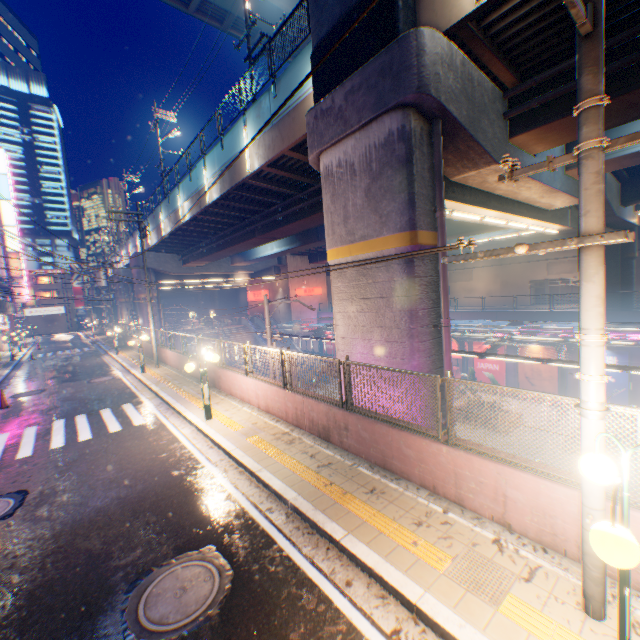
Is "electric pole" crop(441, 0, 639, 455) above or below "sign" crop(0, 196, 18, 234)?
below

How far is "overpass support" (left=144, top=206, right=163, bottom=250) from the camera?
26.45m

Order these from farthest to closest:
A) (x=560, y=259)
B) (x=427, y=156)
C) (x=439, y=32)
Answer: (x=560, y=259), (x=427, y=156), (x=439, y=32)

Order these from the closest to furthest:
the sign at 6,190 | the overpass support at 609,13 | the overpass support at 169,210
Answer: the overpass support at 609,13
the overpass support at 169,210
the sign at 6,190

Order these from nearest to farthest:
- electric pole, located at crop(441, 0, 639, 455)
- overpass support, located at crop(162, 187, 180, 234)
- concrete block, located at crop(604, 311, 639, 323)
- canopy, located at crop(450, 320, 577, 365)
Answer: electric pole, located at crop(441, 0, 639, 455) → canopy, located at crop(450, 320, 577, 365) → concrete block, located at crop(604, 311, 639, 323) → overpass support, located at crop(162, 187, 180, 234)

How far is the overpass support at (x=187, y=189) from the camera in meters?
18.5 m

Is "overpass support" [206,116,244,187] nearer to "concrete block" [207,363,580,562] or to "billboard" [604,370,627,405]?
"concrete block" [207,363,580,562]

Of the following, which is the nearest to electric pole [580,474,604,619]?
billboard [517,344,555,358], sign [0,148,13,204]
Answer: billboard [517,344,555,358]
